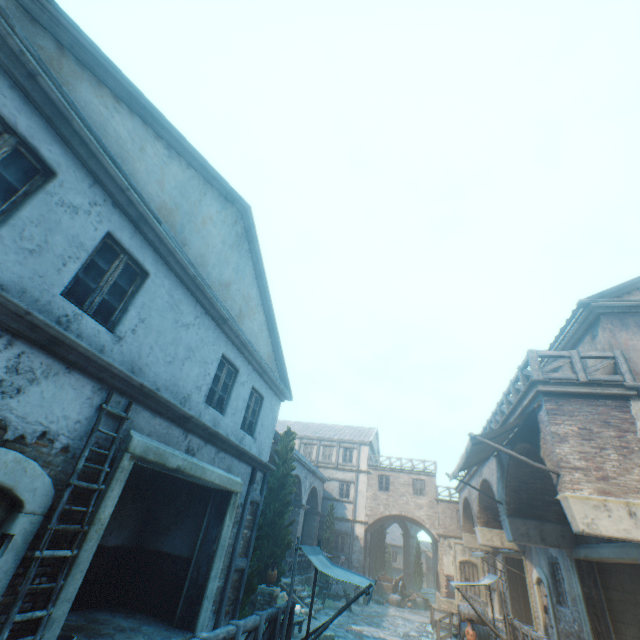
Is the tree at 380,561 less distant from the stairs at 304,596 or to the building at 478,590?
the building at 478,590

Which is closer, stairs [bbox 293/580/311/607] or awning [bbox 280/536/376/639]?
awning [bbox 280/536/376/639]

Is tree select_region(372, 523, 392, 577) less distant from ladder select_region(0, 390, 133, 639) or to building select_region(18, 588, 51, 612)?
building select_region(18, 588, 51, 612)

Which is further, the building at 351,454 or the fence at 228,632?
the building at 351,454

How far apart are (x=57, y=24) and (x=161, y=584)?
11.3 meters

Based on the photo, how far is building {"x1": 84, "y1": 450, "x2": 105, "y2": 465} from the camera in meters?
4.8 m

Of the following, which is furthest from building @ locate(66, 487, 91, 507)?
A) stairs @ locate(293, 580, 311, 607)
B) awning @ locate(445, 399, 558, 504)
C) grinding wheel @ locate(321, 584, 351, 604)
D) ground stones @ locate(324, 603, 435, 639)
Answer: stairs @ locate(293, 580, 311, 607)

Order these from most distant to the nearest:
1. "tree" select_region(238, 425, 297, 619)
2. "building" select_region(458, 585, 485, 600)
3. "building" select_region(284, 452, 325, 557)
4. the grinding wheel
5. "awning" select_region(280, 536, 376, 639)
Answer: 1. "building" select_region(458, 585, 485, 600)
2. "building" select_region(284, 452, 325, 557)
3. the grinding wheel
4. "tree" select_region(238, 425, 297, 619)
5. "awning" select_region(280, 536, 376, 639)
